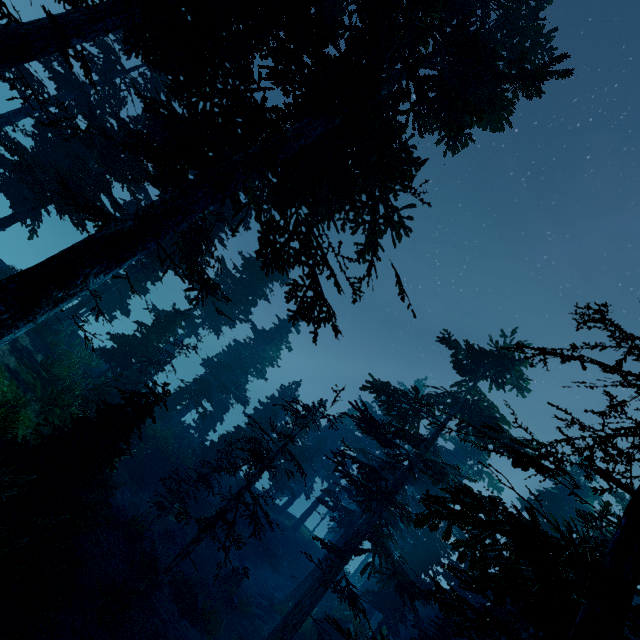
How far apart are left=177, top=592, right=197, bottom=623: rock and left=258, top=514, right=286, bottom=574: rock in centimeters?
1423cm

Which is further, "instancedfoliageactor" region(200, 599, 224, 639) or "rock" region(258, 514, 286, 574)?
"rock" region(258, 514, 286, 574)

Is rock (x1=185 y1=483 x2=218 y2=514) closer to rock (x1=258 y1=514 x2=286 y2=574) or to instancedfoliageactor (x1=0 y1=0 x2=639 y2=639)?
instancedfoliageactor (x1=0 y1=0 x2=639 y2=639)

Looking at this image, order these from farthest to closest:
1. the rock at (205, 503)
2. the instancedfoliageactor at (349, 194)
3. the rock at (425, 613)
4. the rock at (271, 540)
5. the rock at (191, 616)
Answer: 1. the rock at (425, 613)
2. the rock at (271, 540)
3. the rock at (205, 503)
4. the rock at (191, 616)
5. the instancedfoliageactor at (349, 194)

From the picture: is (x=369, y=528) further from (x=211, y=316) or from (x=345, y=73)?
(x=211, y=316)

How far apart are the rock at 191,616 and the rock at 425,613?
24.5m

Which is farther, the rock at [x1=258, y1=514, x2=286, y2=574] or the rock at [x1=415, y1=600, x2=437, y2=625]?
the rock at [x1=415, y1=600, x2=437, y2=625]

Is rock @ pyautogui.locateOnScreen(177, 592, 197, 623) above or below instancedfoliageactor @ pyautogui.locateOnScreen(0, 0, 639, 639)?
below
